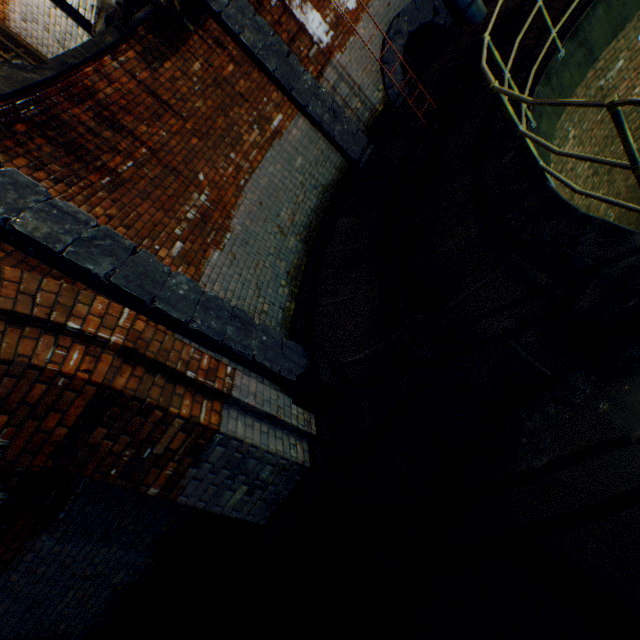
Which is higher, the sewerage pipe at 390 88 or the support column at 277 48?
the support column at 277 48

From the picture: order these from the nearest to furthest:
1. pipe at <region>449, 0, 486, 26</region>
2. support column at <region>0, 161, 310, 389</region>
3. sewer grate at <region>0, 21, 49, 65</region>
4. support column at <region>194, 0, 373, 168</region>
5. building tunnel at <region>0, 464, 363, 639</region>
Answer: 1. support column at <region>0, 161, 310, 389</region>
2. building tunnel at <region>0, 464, 363, 639</region>
3. support column at <region>194, 0, 373, 168</region>
4. sewer grate at <region>0, 21, 49, 65</region>
5. pipe at <region>449, 0, 486, 26</region>

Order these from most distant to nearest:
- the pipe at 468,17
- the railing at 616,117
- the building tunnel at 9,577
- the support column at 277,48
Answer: the pipe at 468,17, the support column at 277,48, the building tunnel at 9,577, the railing at 616,117

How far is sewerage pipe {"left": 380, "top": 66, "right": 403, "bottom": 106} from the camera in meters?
7.1 m

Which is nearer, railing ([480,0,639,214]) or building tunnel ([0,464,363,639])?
railing ([480,0,639,214])

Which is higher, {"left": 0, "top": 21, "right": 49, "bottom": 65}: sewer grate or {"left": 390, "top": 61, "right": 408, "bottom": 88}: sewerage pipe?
{"left": 0, "top": 21, "right": 49, "bottom": 65}: sewer grate

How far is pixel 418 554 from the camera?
2.7m
